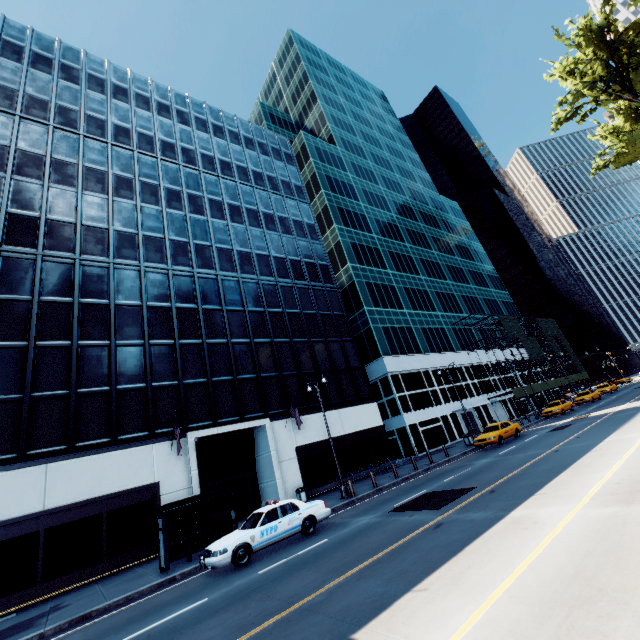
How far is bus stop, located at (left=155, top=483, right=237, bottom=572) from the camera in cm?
1357

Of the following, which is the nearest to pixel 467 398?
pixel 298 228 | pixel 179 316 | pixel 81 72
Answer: pixel 298 228

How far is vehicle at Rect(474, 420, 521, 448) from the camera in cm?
2414

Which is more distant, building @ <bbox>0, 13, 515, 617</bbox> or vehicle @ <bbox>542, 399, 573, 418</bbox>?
vehicle @ <bbox>542, 399, 573, 418</bbox>

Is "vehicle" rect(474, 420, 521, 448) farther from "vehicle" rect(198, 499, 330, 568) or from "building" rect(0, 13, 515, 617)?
"vehicle" rect(198, 499, 330, 568)

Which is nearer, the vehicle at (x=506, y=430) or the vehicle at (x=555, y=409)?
the vehicle at (x=506, y=430)

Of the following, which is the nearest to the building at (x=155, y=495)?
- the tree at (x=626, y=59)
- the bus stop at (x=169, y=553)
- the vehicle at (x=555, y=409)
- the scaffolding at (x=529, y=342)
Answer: the bus stop at (x=169, y=553)

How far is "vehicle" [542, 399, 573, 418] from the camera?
33.9 meters
